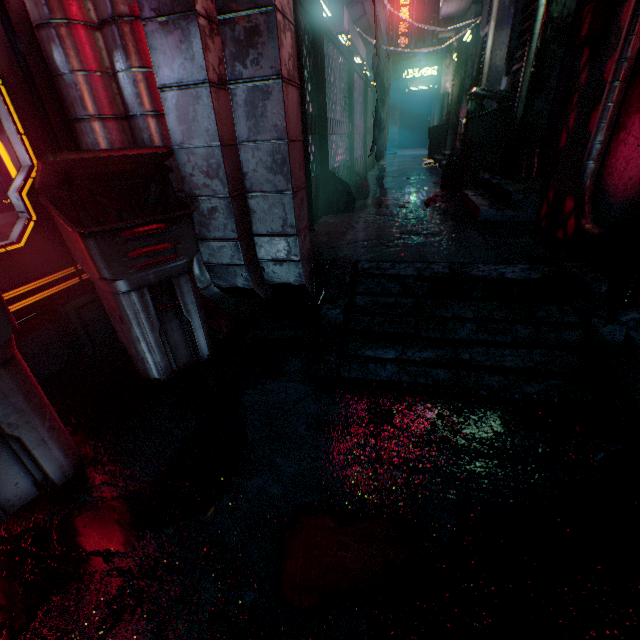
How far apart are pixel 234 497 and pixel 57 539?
0.6m

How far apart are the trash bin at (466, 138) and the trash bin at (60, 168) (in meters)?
3.43

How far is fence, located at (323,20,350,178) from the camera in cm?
353

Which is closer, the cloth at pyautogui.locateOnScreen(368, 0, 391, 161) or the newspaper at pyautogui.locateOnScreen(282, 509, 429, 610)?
the newspaper at pyautogui.locateOnScreen(282, 509, 429, 610)

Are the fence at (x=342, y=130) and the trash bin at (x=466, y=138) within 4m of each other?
yes

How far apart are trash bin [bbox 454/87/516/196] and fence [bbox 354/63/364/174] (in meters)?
1.68

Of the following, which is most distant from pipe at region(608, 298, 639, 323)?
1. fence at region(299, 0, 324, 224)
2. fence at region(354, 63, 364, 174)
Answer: fence at region(354, 63, 364, 174)

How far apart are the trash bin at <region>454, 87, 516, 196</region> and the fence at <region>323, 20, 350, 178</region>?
1.5m
